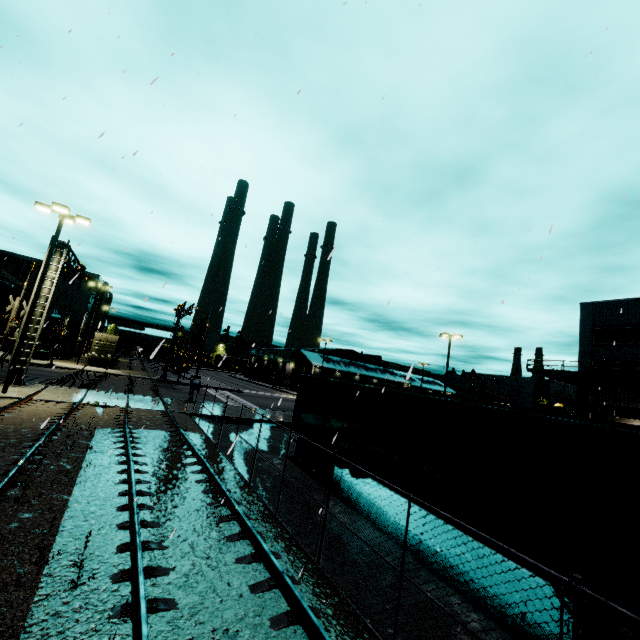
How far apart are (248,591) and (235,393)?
36.1m

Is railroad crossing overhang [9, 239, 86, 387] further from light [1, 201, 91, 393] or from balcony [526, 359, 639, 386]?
balcony [526, 359, 639, 386]

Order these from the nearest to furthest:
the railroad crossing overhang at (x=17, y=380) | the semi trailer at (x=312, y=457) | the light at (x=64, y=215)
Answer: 1. the semi trailer at (x=312, y=457)
2. the light at (x=64, y=215)
3. the railroad crossing overhang at (x=17, y=380)

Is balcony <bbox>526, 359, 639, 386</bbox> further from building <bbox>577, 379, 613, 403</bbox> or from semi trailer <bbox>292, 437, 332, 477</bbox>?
semi trailer <bbox>292, 437, 332, 477</bbox>

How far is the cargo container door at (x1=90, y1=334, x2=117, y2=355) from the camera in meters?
39.7

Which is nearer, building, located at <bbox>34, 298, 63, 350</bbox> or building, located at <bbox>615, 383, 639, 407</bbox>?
building, located at <bbox>615, 383, 639, 407</bbox>

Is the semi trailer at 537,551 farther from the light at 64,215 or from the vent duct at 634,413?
the light at 64,215

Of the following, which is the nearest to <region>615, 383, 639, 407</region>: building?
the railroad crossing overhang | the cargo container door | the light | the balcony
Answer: the balcony
